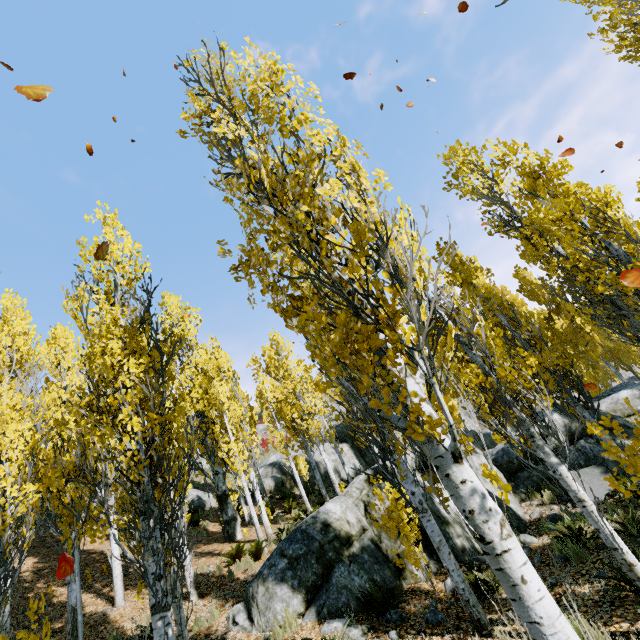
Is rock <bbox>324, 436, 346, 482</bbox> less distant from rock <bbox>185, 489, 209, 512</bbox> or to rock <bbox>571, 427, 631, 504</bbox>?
rock <bbox>185, 489, 209, 512</bbox>

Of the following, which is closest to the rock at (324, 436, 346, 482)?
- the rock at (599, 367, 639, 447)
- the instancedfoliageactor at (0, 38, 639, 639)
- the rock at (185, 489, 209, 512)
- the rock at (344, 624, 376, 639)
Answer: the instancedfoliageactor at (0, 38, 639, 639)

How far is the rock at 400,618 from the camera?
5.8m

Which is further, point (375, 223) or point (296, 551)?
point (296, 551)

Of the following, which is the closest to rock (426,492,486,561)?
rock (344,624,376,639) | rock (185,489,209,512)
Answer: rock (344,624,376,639)

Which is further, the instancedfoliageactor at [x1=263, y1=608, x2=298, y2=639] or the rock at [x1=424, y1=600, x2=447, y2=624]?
the instancedfoliageactor at [x1=263, y1=608, x2=298, y2=639]

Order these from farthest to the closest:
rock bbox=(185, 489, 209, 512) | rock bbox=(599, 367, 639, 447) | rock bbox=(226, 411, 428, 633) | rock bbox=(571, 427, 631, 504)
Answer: rock bbox=(185, 489, 209, 512) < rock bbox=(599, 367, 639, 447) < rock bbox=(571, 427, 631, 504) < rock bbox=(226, 411, 428, 633)
